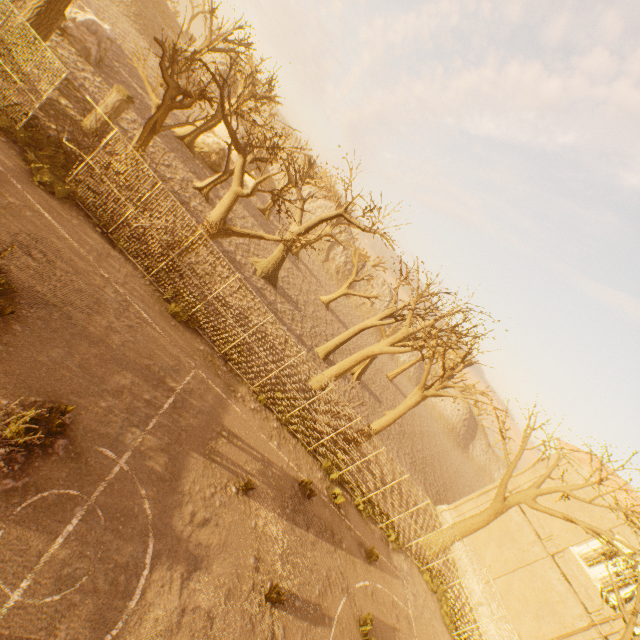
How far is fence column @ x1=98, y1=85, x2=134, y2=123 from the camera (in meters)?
14.75

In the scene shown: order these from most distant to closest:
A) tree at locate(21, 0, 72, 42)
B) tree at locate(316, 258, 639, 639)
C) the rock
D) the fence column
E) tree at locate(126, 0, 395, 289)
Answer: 1. the rock
2. tree at locate(316, 258, 639, 639)
3. the fence column
4. tree at locate(126, 0, 395, 289)
5. tree at locate(21, 0, 72, 42)

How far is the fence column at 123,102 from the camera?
14.75m

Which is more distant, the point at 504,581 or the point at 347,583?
the point at 504,581

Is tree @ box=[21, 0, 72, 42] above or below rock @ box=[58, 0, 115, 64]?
above

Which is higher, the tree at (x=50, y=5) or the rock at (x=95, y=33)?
the tree at (x=50, y=5)

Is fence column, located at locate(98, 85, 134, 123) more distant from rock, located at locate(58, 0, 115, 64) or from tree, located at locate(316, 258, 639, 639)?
rock, located at locate(58, 0, 115, 64)
